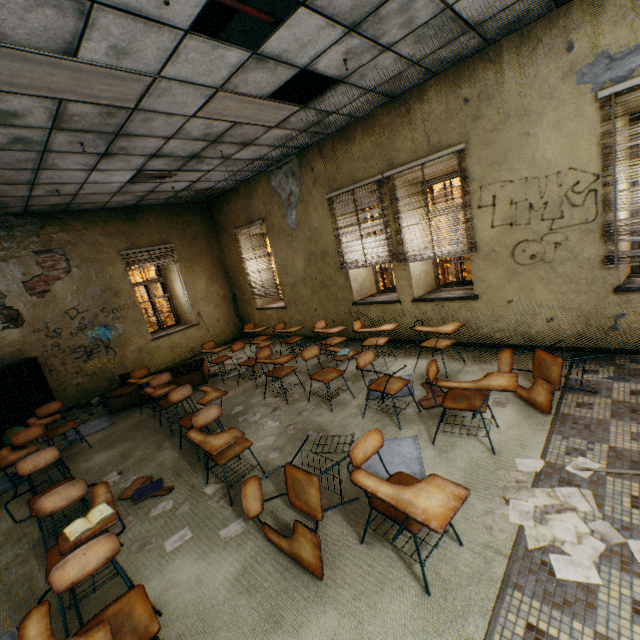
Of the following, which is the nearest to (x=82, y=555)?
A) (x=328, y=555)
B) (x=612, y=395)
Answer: (x=328, y=555)

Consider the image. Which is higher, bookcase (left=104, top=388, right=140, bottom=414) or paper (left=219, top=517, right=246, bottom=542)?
bookcase (left=104, top=388, right=140, bottom=414)

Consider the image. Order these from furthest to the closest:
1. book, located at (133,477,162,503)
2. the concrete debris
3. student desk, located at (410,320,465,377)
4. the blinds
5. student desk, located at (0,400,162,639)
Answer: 1. the concrete debris
2. the blinds
3. student desk, located at (410,320,465,377)
4. book, located at (133,477,162,503)
5. student desk, located at (0,400,162,639)

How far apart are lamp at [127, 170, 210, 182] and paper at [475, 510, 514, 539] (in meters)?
6.48

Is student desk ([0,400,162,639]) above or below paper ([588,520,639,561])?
above

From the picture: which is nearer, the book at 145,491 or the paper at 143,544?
the paper at 143,544

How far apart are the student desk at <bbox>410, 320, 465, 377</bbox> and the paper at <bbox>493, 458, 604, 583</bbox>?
1.7m

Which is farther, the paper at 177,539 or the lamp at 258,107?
A: the lamp at 258,107
